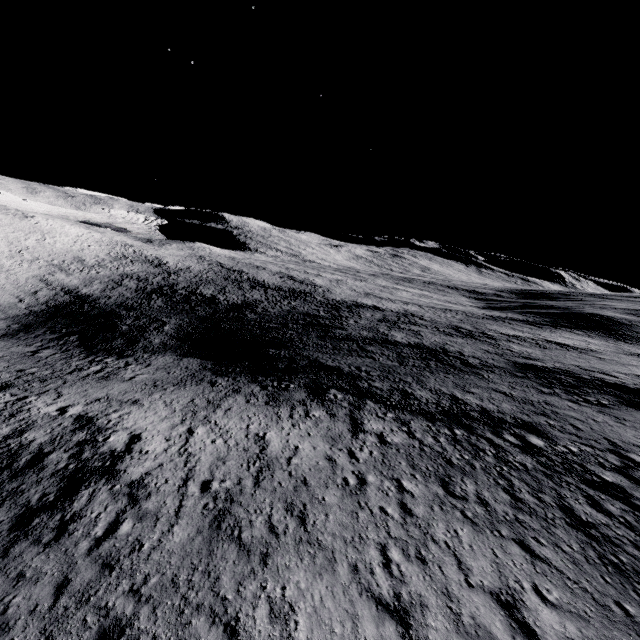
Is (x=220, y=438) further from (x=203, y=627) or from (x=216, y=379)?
(x=216, y=379)
